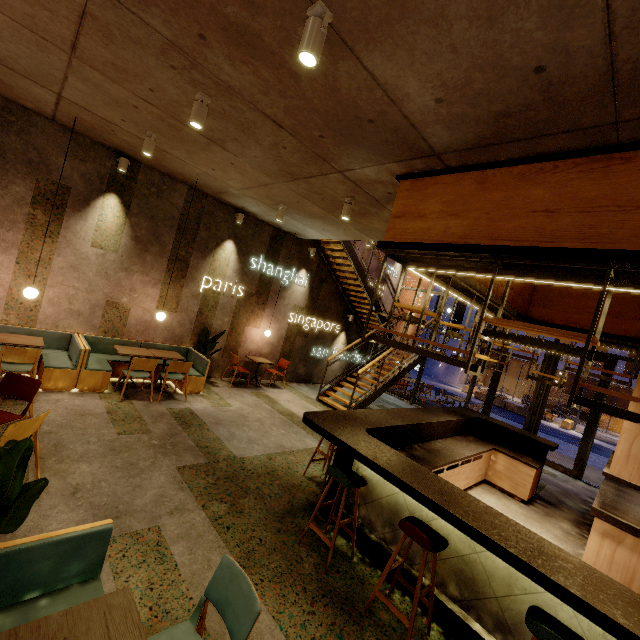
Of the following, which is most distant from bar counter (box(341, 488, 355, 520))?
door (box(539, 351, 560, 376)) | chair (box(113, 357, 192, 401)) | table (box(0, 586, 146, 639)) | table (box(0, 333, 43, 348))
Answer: table (box(0, 333, 43, 348))

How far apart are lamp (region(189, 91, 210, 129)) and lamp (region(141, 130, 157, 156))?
1.8m

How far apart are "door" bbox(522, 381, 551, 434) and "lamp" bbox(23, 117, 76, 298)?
12.23m

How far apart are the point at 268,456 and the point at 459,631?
3.3m

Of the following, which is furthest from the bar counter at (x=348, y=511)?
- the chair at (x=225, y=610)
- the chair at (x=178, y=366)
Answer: the chair at (x=178, y=366)

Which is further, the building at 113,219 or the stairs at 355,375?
the stairs at 355,375

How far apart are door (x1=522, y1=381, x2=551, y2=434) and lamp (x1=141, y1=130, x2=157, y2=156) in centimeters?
1113cm

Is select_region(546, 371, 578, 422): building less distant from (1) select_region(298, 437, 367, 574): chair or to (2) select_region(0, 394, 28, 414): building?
(2) select_region(0, 394, 28, 414): building
